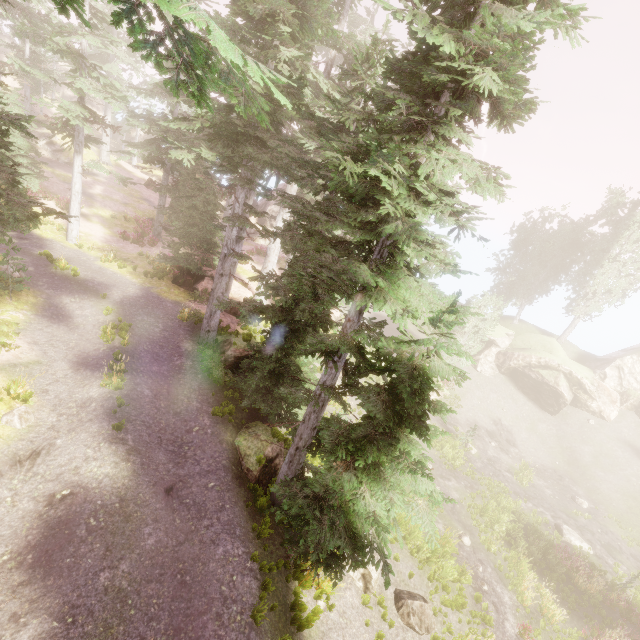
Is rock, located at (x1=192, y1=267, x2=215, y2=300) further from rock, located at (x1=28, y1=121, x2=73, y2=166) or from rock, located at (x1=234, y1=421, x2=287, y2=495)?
rock, located at (x1=28, y1=121, x2=73, y2=166)

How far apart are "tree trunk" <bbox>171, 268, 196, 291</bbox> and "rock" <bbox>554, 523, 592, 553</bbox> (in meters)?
27.70

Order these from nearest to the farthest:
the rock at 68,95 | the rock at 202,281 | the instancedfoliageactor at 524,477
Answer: the rock at 202,281
the instancedfoliageactor at 524,477
the rock at 68,95

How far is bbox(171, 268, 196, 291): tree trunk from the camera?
19.5m

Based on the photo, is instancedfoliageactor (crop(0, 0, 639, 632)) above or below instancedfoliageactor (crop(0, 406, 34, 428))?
above

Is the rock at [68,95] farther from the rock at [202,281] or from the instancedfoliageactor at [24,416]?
the rock at [202,281]

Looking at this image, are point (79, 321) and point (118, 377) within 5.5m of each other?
yes

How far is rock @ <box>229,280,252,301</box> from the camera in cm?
2027
